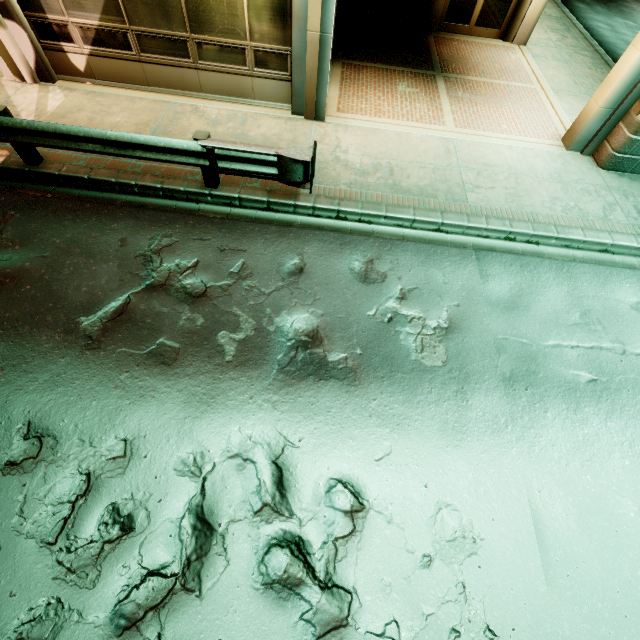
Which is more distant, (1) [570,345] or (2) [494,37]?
(2) [494,37]
